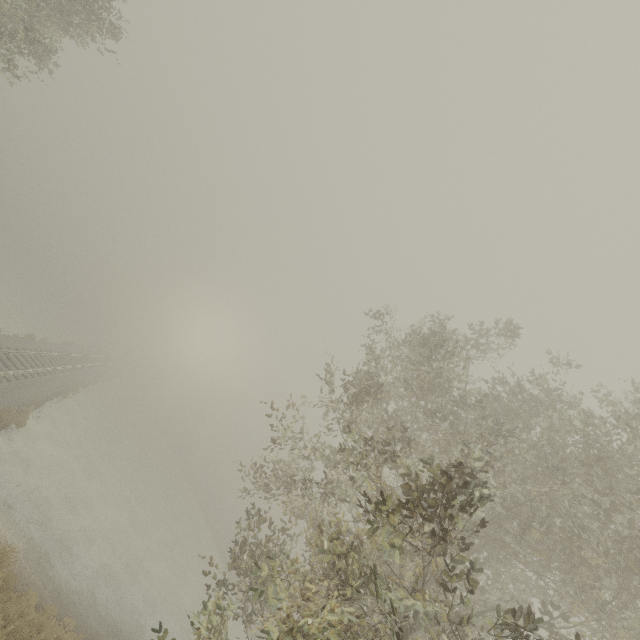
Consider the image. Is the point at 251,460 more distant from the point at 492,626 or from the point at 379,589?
the point at 492,626
